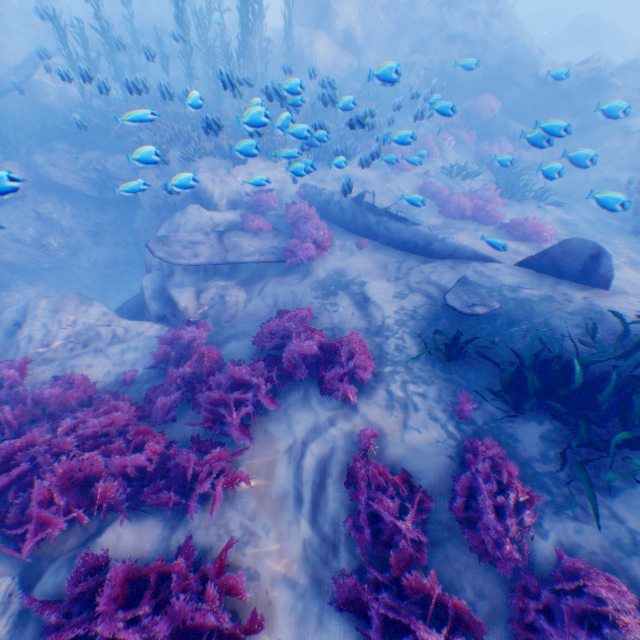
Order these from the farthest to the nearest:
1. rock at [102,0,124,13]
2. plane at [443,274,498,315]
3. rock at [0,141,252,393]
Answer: rock at [102,0,124,13] → rock at [0,141,252,393] → plane at [443,274,498,315]

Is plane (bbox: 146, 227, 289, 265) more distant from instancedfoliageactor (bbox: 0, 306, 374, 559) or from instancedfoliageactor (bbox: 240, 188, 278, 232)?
instancedfoliageactor (bbox: 0, 306, 374, 559)

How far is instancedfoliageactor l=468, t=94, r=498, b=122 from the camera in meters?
15.9

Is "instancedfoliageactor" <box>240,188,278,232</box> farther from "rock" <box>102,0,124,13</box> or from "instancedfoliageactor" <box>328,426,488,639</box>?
"instancedfoliageactor" <box>328,426,488,639</box>

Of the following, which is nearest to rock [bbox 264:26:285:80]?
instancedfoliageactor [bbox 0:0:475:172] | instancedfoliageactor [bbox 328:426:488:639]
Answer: instancedfoliageactor [bbox 0:0:475:172]

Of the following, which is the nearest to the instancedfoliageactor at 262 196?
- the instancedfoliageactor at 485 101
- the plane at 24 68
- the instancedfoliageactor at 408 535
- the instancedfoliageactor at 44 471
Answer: the plane at 24 68

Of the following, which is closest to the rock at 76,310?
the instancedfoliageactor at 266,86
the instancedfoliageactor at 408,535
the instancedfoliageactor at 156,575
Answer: the instancedfoliageactor at 266,86

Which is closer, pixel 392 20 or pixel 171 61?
pixel 392 20
